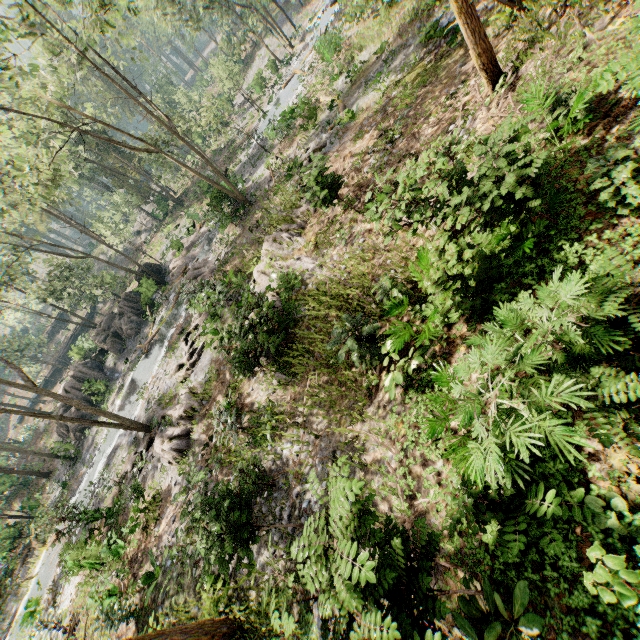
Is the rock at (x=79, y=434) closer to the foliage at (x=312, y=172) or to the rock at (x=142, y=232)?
the foliage at (x=312, y=172)

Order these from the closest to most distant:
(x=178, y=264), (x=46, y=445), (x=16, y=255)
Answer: (x=16, y=255)
(x=178, y=264)
(x=46, y=445)

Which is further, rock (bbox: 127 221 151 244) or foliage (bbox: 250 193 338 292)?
rock (bbox: 127 221 151 244)

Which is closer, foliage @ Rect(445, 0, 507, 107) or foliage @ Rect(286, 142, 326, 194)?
foliage @ Rect(445, 0, 507, 107)

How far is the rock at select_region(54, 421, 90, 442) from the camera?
28.8 meters

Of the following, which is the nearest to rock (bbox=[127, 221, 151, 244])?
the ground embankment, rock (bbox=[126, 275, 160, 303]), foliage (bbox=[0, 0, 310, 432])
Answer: foliage (bbox=[0, 0, 310, 432])

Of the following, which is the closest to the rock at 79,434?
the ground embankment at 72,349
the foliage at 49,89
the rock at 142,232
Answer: the foliage at 49,89

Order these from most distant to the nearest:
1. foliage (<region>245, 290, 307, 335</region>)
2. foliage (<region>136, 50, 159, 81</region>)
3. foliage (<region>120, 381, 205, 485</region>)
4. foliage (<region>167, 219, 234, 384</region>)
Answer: foliage (<region>136, 50, 159, 81</region>), foliage (<region>167, 219, 234, 384</region>), foliage (<region>120, 381, 205, 485</region>), foliage (<region>245, 290, 307, 335</region>)
